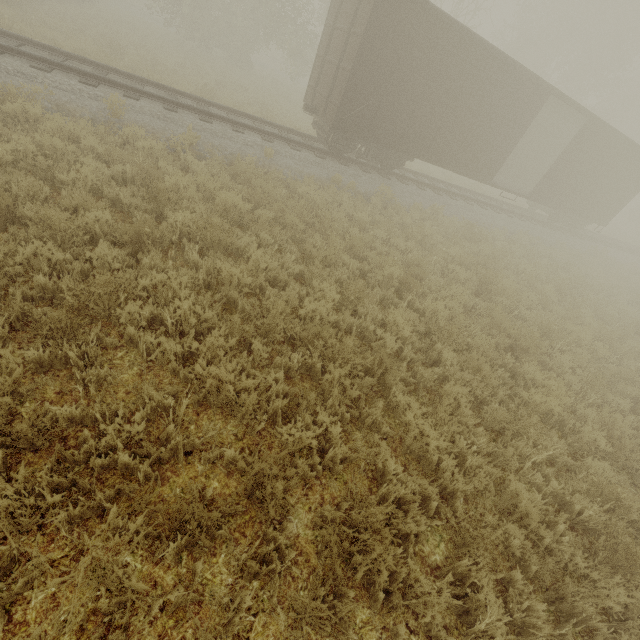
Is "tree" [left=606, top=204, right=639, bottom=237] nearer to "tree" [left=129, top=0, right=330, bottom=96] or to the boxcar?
the boxcar

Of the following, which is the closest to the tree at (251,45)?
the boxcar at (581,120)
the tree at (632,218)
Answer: the boxcar at (581,120)

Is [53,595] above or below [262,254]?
below

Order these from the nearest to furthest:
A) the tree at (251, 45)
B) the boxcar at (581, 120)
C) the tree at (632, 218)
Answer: the boxcar at (581, 120), the tree at (251, 45), the tree at (632, 218)

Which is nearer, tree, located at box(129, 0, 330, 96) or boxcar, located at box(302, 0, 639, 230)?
boxcar, located at box(302, 0, 639, 230)

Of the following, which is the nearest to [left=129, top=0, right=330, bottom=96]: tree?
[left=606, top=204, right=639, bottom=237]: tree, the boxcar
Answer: the boxcar

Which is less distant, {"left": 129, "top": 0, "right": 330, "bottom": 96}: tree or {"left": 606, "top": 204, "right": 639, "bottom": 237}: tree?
{"left": 129, "top": 0, "right": 330, "bottom": 96}: tree
